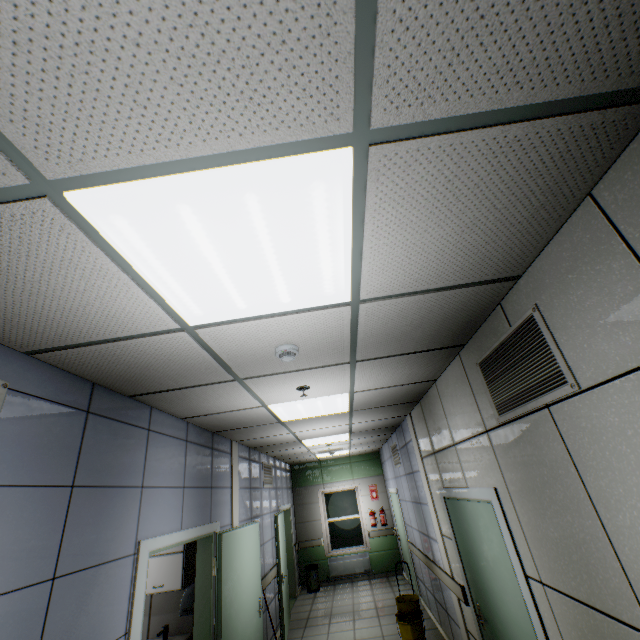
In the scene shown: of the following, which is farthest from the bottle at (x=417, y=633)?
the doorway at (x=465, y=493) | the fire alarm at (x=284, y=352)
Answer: the fire alarm at (x=284, y=352)

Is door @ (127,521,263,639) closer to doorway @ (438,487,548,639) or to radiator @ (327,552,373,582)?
doorway @ (438,487,548,639)

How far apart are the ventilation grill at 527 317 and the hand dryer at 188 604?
4.1 meters

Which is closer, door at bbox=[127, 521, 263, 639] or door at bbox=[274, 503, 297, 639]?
door at bbox=[127, 521, 263, 639]

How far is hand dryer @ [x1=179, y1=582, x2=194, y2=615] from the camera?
3.80m

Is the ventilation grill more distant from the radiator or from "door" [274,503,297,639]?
the radiator

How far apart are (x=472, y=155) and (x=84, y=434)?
2.9 meters

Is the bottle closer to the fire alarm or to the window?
the window
